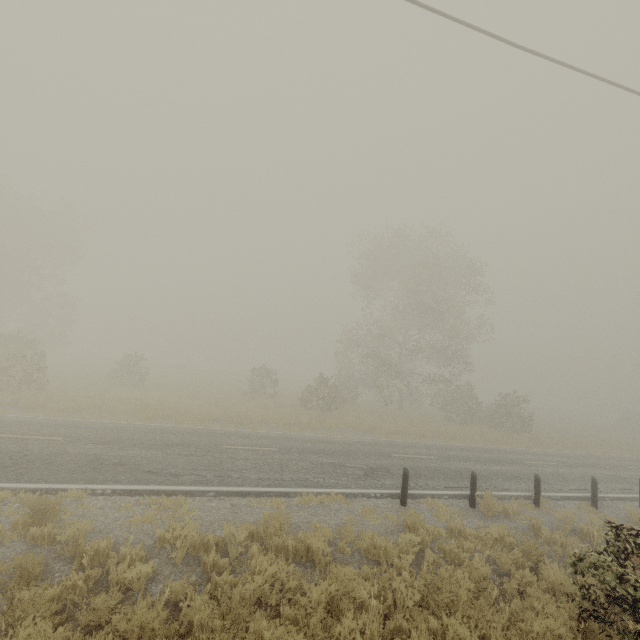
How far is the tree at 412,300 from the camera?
26.5m

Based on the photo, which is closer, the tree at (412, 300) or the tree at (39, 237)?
the tree at (39, 237)

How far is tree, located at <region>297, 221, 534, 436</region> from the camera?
26.53m

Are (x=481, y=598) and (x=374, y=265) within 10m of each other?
no

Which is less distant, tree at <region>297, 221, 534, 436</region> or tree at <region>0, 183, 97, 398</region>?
tree at <region>0, 183, 97, 398</region>
